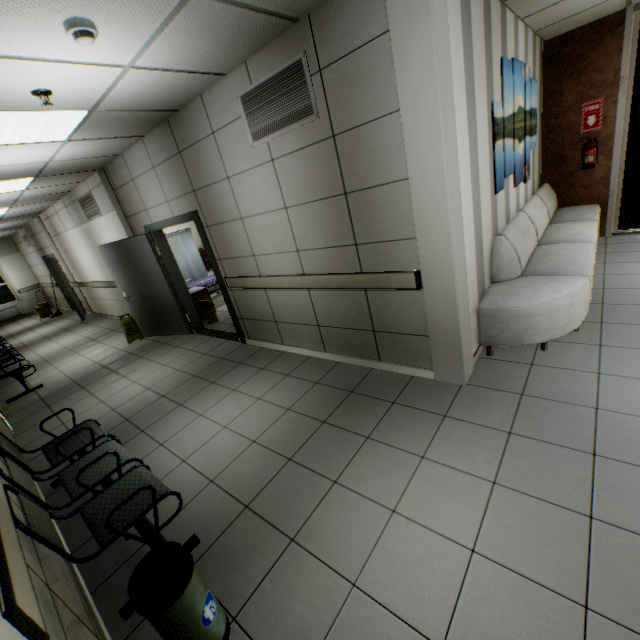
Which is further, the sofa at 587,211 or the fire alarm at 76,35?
the sofa at 587,211

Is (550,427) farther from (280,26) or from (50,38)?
(50,38)

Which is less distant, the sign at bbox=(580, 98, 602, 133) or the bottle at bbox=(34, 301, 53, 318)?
the sign at bbox=(580, 98, 602, 133)

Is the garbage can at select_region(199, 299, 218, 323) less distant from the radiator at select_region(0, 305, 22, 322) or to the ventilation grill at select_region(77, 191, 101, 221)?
the ventilation grill at select_region(77, 191, 101, 221)

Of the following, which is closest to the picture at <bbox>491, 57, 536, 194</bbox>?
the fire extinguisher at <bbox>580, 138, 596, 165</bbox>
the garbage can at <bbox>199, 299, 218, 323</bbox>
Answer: the fire extinguisher at <bbox>580, 138, 596, 165</bbox>

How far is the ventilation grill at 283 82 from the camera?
2.8m

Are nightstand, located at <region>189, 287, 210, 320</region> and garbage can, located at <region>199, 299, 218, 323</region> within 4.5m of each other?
yes

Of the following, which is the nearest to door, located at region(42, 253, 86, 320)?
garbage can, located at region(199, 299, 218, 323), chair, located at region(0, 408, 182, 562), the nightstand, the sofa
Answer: the nightstand
